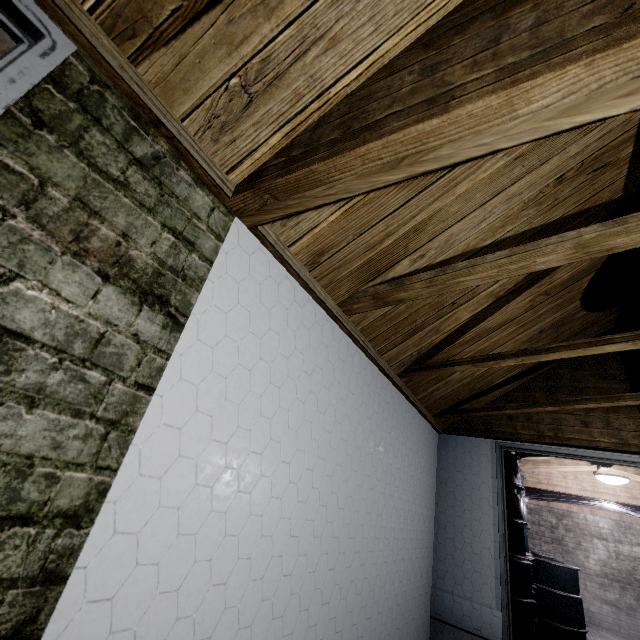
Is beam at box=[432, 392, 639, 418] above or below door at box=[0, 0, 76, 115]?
above

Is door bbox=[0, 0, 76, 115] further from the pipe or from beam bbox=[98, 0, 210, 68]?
the pipe

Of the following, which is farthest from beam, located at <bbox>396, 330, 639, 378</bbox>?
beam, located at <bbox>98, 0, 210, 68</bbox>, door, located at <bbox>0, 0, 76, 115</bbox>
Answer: door, located at <bbox>0, 0, 76, 115</bbox>

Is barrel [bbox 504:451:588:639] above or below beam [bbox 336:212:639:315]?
below

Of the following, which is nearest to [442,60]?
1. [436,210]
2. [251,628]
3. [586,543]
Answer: [436,210]

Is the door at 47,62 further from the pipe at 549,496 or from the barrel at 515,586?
the pipe at 549,496

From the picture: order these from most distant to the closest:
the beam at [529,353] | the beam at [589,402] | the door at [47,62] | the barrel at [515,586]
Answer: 1. the barrel at [515,586]
2. the beam at [589,402]
3. the beam at [529,353]
4. the door at [47,62]

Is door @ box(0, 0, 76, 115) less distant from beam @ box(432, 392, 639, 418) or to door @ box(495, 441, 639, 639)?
beam @ box(432, 392, 639, 418)
